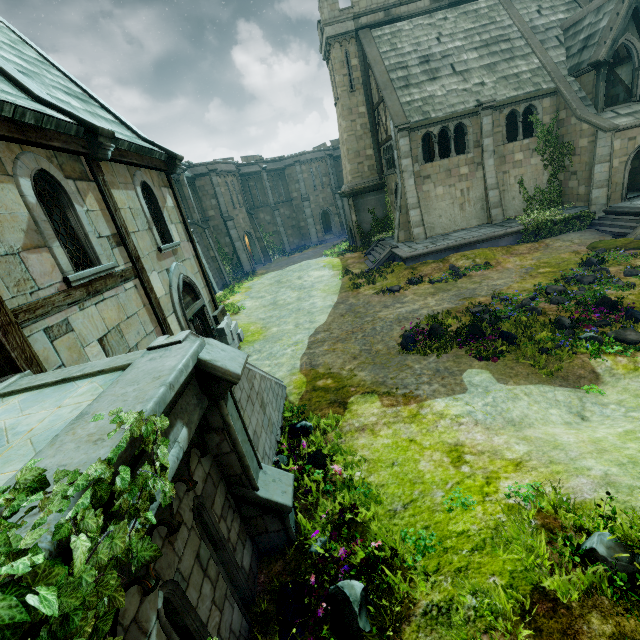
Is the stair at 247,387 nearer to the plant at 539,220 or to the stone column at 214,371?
the stone column at 214,371

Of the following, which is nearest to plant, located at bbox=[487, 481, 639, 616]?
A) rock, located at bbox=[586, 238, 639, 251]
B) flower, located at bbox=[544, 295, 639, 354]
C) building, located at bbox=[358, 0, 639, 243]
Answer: flower, located at bbox=[544, 295, 639, 354]

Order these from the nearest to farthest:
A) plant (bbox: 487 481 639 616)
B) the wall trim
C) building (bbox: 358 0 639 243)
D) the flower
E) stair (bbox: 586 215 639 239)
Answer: plant (bbox: 487 481 639 616)
the flower
stair (bbox: 586 215 639 239)
building (bbox: 358 0 639 243)
the wall trim

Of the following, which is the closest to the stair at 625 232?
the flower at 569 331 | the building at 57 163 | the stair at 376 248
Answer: the flower at 569 331

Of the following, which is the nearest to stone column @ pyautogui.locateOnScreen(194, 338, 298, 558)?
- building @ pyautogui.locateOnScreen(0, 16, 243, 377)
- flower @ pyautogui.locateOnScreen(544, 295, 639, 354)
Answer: building @ pyautogui.locateOnScreen(0, 16, 243, 377)

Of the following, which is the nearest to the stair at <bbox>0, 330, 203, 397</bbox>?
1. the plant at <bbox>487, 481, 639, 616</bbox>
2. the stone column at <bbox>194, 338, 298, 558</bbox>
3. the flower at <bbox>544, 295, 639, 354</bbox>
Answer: the stone column at <bbox>194, 338, 298, 558</bbox>

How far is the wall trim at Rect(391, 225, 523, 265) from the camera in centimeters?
1753cm

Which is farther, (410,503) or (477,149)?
(477,149)
